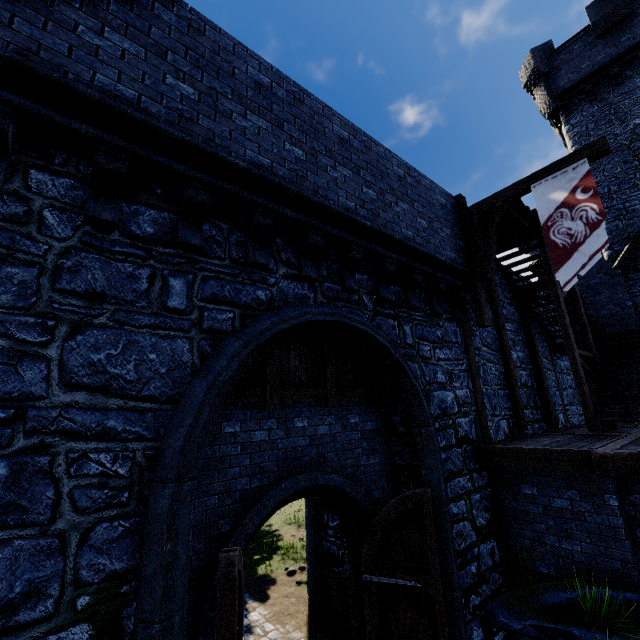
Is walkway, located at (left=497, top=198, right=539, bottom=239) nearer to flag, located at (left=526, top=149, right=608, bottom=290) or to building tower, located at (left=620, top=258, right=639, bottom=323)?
flag, located at (left=526, top=149, right=608, bottom=290)

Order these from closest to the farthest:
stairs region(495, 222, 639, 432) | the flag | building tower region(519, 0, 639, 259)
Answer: the flag < stairs region(495, 222, 639, 432) < building tower region(519, 0, 639, 259)

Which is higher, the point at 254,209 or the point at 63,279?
the point at 254,209

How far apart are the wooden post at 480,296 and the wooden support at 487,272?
0.02m

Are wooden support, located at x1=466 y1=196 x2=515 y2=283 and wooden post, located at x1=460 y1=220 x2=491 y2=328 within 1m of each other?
yes

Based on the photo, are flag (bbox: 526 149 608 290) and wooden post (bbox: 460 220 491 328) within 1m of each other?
no

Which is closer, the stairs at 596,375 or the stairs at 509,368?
the stairs at 596,375

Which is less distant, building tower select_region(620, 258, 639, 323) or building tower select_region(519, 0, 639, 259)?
building tower select_region(620, 258, 639, 323)
